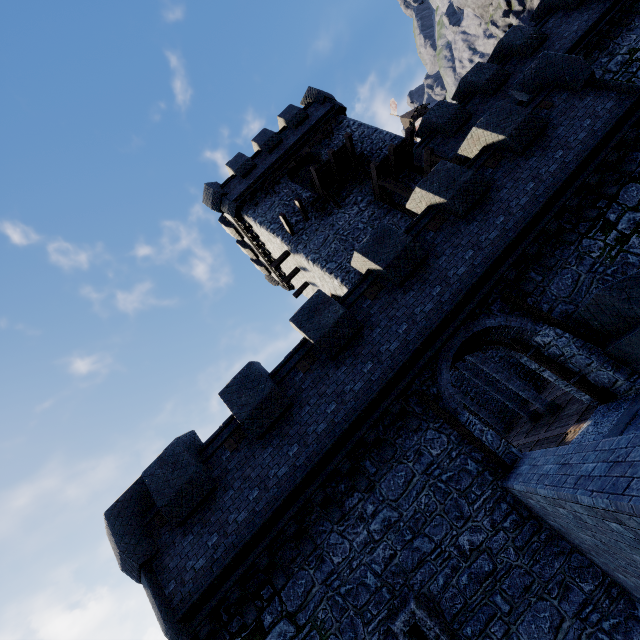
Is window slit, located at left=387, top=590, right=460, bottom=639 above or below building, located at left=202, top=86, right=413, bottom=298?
below

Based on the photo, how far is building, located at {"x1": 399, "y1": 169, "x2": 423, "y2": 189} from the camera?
17.61m

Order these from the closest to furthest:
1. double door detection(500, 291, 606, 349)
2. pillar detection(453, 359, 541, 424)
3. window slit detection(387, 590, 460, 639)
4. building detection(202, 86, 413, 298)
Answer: window slit detection(387, 590, 460, 639)
double door detection(500, 291, 606, 349)
pillar detection(453, 359, 541, 424)
building detection(202, 86, 413, 298)

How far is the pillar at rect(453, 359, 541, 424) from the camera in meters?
15.5

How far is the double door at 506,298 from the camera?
7.9m

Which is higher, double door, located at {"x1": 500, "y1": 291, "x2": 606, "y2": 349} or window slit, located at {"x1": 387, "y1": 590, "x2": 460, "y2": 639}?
double door, located at {"x1": 500, "y1": 291, "x2": 606, "y2": 349}

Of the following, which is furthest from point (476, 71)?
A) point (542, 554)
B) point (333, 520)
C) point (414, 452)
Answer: point (333, 520)

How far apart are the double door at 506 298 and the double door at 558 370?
0.70m
